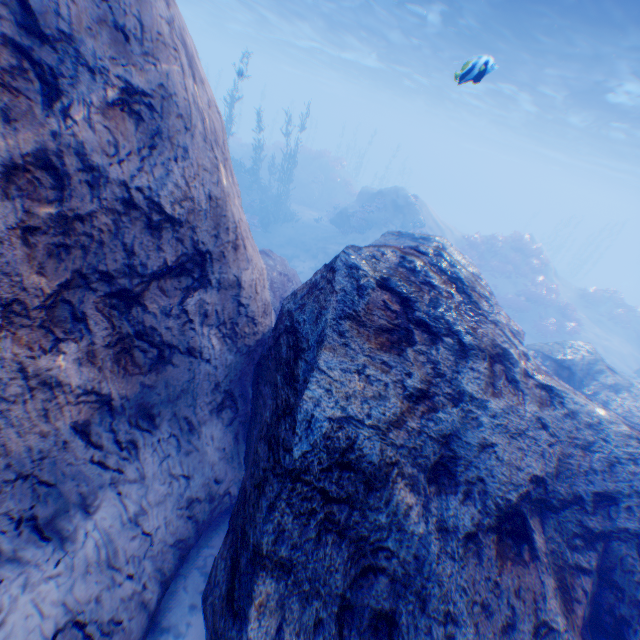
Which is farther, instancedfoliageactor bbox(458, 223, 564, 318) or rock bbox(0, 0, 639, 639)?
instancedfoliageactor bbox(458, 223, 564, 318)

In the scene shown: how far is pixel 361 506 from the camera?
3.0 meters

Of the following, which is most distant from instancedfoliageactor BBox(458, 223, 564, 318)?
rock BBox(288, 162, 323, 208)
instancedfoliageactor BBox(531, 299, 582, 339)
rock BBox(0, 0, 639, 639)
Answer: rock BBox(288, 162, 323, 208)

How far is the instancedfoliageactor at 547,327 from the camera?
20.0m

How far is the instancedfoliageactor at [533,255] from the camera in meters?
21.1 m

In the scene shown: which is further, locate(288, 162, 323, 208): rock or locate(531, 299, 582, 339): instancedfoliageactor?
locate(288, 162, 323, 208): rock

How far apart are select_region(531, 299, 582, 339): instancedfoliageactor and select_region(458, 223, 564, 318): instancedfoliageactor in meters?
3.9

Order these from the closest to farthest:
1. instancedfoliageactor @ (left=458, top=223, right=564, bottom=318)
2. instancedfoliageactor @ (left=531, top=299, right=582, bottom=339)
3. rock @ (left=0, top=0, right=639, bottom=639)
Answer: rock @ (left=0, top=0, right=639, bottom=639), instancedfoliageactor @ (left=531, top=299, right=582, bottom=339), instancedfoliageactor @ (left=458, top=223, right=564, bottom=318)
